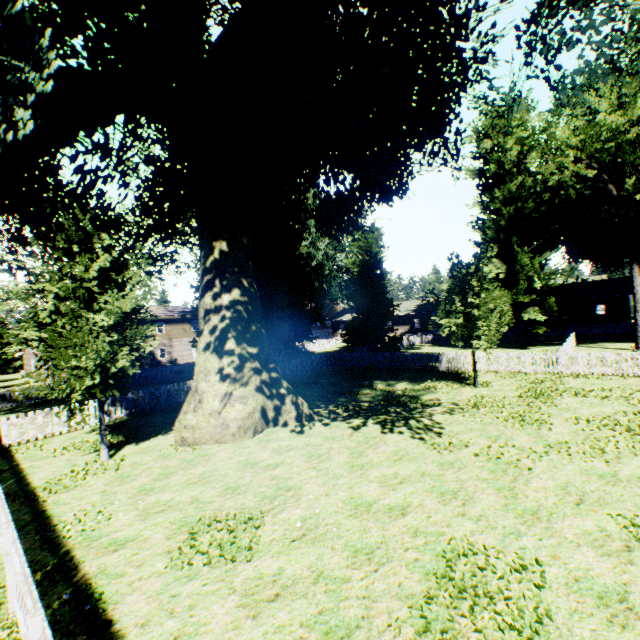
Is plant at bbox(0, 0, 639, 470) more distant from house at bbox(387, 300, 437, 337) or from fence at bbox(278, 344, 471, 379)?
house at bbox(387, 300, 437, 337)

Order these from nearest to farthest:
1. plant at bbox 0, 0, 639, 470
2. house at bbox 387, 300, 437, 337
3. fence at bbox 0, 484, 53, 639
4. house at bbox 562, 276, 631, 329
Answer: fence at bbox 0, 484, 53, 639, plant at bbox 0, 0, 639, 470, house at bbox 562, 276, 631, 329, house at bbox 387, 300, 437, 337

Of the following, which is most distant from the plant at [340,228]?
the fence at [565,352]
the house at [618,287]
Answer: the house at [618,287]

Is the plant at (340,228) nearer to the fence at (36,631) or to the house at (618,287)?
the fence at (36,631)

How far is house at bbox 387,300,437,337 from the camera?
49.9 meters

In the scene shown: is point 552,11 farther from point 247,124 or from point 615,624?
point 615,624

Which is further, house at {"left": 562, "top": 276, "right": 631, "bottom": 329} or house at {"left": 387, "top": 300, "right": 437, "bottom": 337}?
house at {"left": 387, "top": 300, "right": 437, "bottom": 337}

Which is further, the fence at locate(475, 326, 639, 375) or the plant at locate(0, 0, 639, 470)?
the fence at locate(475, 326, 639, 375)
